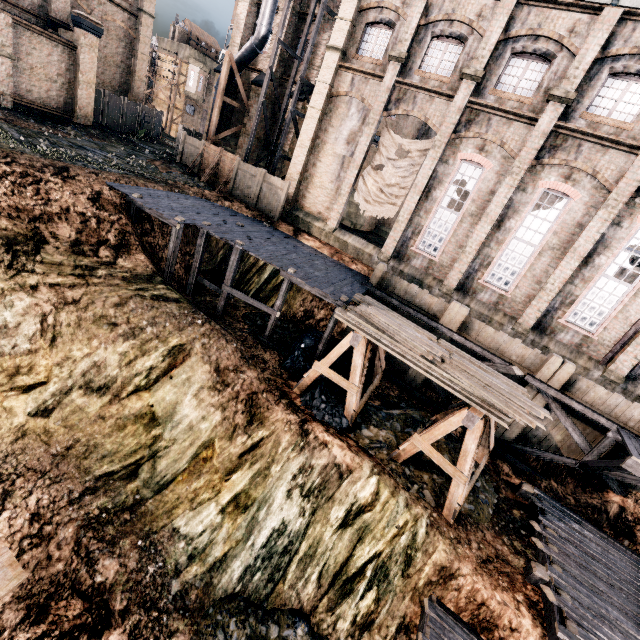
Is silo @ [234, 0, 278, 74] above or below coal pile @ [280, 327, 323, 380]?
above

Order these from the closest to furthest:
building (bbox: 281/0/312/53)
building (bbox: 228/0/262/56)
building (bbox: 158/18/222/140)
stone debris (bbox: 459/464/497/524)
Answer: stone debris (bbox: 459/464/497/524), building (bbox: 281/0/312/53), building (bbox: 228/0/262/56), building (bbox: 158/18/222/140)

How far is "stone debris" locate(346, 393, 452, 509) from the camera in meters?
12.0

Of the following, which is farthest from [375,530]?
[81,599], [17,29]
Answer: [17,29]

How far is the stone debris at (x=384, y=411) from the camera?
11.99m

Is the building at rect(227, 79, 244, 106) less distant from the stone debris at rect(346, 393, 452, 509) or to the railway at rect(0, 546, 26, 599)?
the stone debris at rect(346, 393, 452, 509)

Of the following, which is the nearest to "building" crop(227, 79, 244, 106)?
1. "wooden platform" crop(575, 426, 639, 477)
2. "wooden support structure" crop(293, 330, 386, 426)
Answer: "wooden platform" crop(575, 426, 639, 477)

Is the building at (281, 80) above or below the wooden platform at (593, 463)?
above
